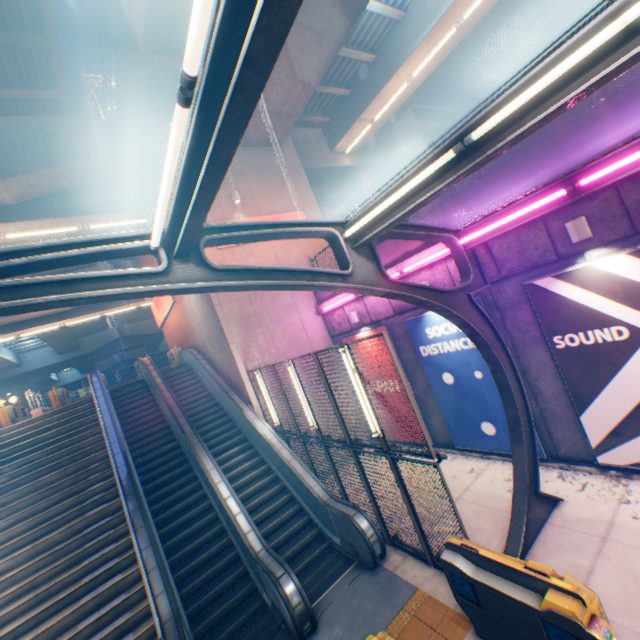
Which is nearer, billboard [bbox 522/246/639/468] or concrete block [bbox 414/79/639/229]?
concrete block [bbox 414/79/639/229]

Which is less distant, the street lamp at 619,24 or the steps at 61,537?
the street lamp at 619,24

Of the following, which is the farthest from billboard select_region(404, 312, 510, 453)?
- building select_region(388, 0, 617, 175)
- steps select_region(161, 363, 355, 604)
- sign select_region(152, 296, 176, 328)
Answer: building select_region(388, 0, 617, 175)

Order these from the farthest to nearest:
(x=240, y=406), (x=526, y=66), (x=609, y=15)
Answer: (x=526, y=66), (x=240, y=406), (x=609, y=15)

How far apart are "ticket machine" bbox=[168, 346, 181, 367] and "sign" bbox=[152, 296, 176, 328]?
1.7m

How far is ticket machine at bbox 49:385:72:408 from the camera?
14.6 meters

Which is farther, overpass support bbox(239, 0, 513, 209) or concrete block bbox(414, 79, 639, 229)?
overpass support bbox(239, 0, 513, 209)

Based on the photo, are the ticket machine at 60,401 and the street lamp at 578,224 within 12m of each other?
no
